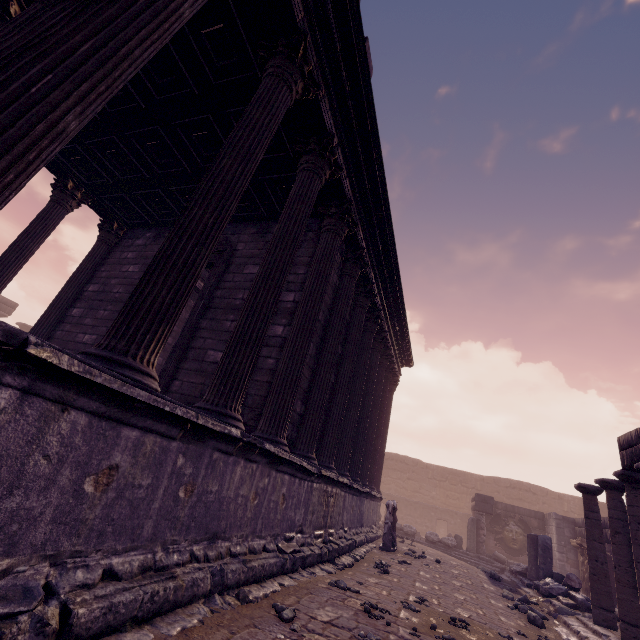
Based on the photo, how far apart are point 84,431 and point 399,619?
4.2 meters

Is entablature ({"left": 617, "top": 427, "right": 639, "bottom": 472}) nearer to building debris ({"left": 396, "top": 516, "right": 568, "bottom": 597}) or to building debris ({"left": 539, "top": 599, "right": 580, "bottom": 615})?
building debris ({"left": 539, "top": 599, "right": 580, "bottom": 615})

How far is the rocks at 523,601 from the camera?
6.21m

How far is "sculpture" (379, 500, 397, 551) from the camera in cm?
971

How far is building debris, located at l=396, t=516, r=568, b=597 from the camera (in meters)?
8.73

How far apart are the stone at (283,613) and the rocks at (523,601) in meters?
6.6 m

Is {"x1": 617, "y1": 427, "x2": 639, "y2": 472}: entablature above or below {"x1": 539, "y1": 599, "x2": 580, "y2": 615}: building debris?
above

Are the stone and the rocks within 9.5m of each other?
yes
